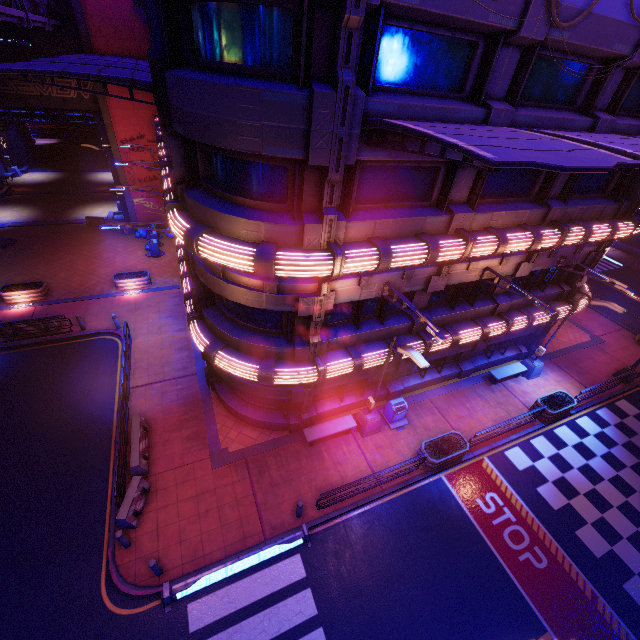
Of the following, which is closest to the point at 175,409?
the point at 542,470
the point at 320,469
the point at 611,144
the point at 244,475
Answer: the point at 244,475

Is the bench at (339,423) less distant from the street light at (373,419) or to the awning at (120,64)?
the street light at (373,419)

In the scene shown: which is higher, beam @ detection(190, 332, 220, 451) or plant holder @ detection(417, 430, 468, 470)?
plant holder @ detection(417, 430, 468, 470)

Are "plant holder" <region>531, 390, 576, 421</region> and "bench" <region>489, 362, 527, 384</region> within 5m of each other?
yes

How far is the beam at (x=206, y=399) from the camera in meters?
14.3

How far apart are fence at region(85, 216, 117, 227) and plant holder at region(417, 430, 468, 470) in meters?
31.9

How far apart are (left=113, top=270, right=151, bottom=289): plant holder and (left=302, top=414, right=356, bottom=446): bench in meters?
16.0 m

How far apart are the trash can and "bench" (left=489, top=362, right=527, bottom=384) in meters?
6.1 m
